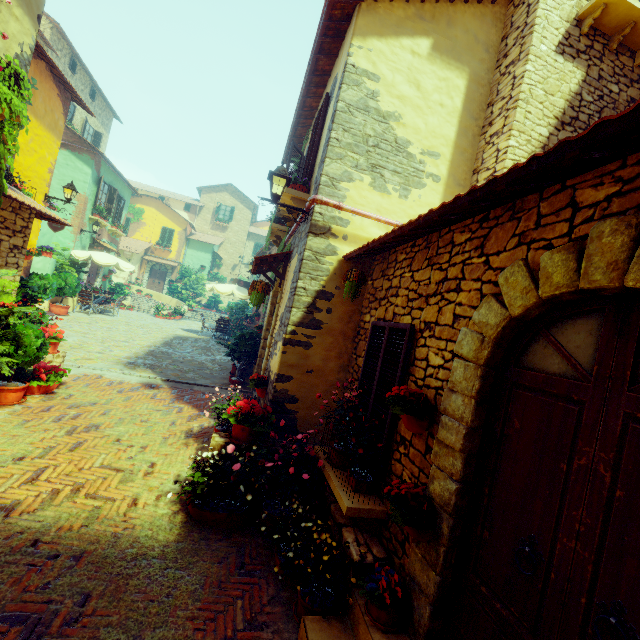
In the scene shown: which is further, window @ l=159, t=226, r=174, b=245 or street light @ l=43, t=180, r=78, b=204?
window @ l=159, t=226, r=174, b=245

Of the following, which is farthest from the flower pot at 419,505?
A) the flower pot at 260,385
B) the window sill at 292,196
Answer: the window sill at 292,196

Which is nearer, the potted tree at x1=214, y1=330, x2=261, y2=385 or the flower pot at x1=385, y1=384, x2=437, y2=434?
the flower pot at x1=385, y1=384, x2=437, y2=434

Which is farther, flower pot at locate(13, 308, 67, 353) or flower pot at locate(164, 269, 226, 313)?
flower pot at locate(164, 269, 226, 313)

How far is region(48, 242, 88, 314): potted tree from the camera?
12.4m

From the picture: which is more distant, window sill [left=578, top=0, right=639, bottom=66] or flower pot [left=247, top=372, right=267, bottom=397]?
flower pot [left=247, top=372, right=267, bottom=397]

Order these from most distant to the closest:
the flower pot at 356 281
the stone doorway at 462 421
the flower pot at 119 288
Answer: the flower pot at 119 288
the flower pot at 356 281
the stone doorway at 462 421

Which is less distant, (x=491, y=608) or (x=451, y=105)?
(x=491, y=608)
